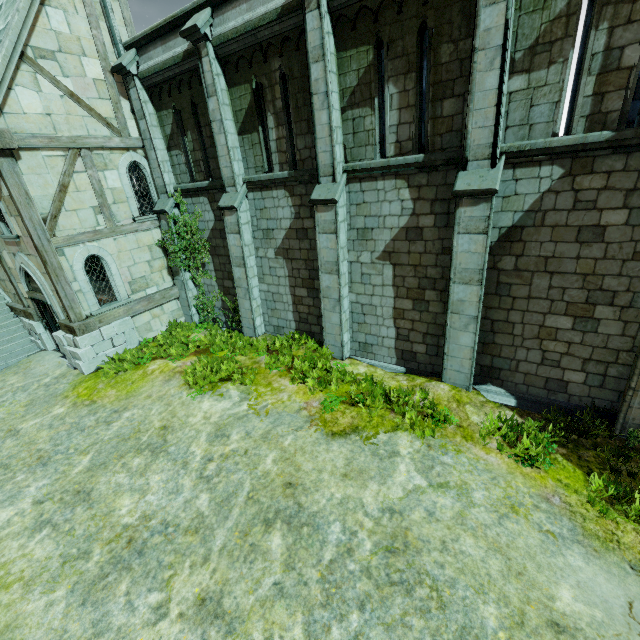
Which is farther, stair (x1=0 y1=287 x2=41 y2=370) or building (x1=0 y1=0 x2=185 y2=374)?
stair (x1=0 y1=287 x2=41 y2=370)

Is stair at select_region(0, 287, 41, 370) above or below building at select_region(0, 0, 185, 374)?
below

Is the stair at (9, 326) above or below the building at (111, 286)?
below

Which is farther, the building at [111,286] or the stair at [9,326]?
the stair at [9,326]

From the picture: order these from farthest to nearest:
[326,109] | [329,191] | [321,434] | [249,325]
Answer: [249,325] → [329,191] → [326,109] → [321,434]
